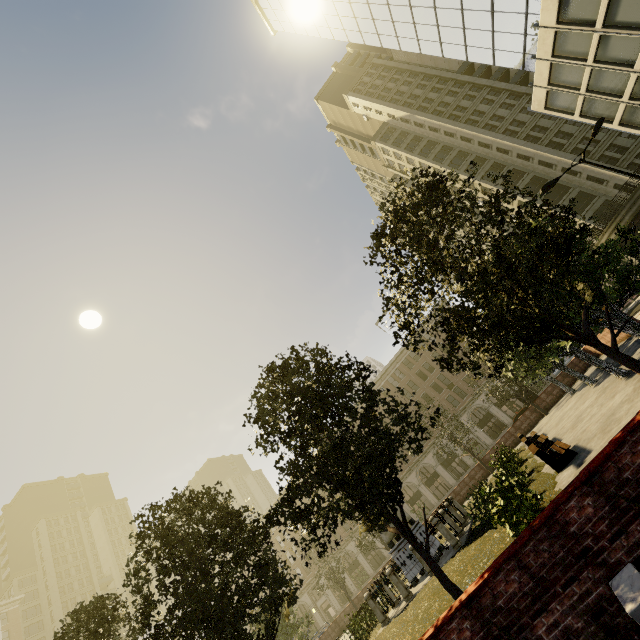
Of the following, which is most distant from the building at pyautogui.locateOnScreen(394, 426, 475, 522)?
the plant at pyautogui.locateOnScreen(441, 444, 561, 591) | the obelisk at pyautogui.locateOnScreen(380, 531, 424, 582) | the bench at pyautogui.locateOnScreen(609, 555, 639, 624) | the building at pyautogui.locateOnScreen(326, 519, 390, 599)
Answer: the bench at pyautogui.locateOnScreen(609, 555, 639, 624)

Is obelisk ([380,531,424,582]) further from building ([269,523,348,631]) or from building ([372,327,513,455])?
building ([269,523,348,631])

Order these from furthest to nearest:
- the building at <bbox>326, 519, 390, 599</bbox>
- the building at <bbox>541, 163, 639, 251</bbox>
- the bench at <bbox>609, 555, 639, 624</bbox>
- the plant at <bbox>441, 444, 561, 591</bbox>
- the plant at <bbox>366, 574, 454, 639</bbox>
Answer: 1. the building at <bbox>326, 519, 390, 599</bbox>
2. the building at <bbox>541, 163, 639, 251</bbox>
3. the plant at <bbox>366, 574, 454, 639</bbox>
4. the plant at <bbox>441, 444, 561, 591</bbox>
5. the bench at <bbox>609, 555, 639, 624</bbox>

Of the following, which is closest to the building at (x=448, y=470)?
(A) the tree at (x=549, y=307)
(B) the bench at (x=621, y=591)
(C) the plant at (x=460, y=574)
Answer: (A) the tree at (x=549, y=307)

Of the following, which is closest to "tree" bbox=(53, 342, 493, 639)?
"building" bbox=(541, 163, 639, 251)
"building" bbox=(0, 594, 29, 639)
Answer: "building" bbox=(541, 163, 639, 251)

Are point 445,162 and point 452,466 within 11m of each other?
no

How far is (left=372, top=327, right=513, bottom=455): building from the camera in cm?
4684

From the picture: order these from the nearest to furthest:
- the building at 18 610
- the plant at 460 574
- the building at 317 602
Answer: the plant at 460 574
the building at 317 602
the building at 18 610
